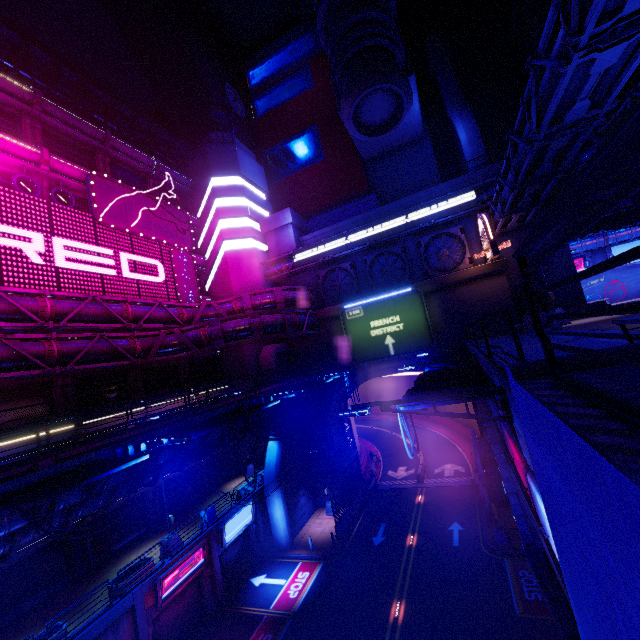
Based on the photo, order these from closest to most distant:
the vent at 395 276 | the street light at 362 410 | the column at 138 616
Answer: the street light at 362 410 → the column at 138 616 → the vent at 395 276

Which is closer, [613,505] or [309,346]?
[613,505]

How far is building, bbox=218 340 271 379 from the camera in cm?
3319

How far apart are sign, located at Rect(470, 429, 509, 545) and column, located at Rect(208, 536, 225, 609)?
17.1m

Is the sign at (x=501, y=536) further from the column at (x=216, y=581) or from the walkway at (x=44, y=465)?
the column at (x=216, y=581)

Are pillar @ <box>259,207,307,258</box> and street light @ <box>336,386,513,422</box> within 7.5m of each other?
no

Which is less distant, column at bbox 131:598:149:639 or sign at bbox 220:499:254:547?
column at bbox 131:598:149:639

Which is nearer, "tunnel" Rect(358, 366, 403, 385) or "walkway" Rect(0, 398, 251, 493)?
"walkway" Rect(0, 398, 251, 493)
